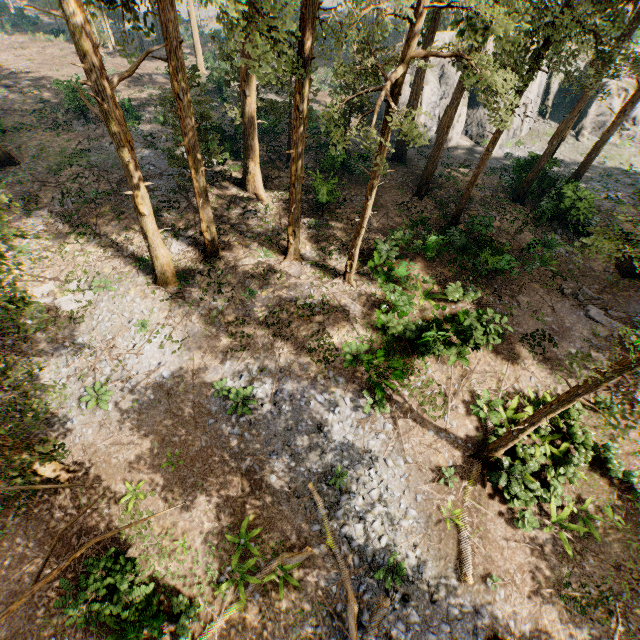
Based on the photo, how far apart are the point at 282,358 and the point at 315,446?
4.5m

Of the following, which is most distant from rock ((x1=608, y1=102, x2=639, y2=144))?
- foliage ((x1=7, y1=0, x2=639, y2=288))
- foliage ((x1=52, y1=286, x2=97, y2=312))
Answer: foliage ((x1=52, y1=286, x2=97, y2=312))

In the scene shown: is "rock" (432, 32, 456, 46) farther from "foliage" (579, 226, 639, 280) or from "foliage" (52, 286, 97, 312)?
"foliage" (52, 286, 97, 312)

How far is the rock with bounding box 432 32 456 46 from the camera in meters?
36.2 m

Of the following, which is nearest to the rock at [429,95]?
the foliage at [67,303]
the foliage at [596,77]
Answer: the foliage at [596,77]
